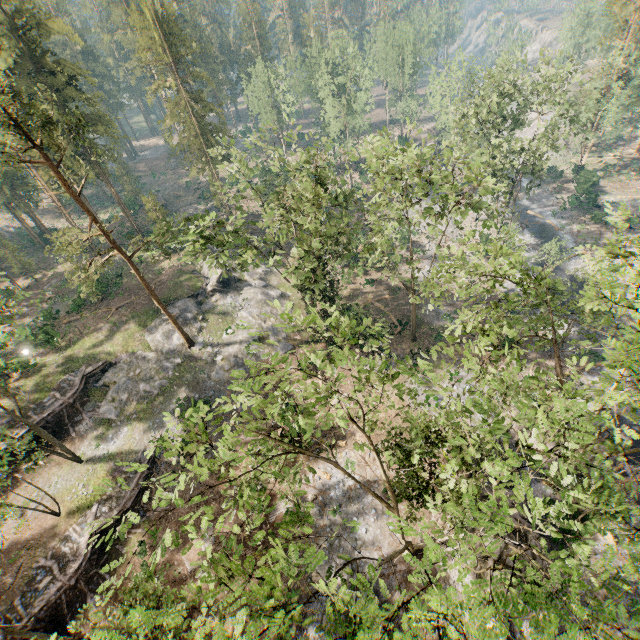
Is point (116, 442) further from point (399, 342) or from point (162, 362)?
point (399, 342)

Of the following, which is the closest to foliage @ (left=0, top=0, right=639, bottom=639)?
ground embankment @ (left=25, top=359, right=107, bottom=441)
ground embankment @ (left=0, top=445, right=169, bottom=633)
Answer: ground embankment @ (left=0, top=445, right=169, bottom=633)

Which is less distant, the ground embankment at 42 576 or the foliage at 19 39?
the foliage at 19 39

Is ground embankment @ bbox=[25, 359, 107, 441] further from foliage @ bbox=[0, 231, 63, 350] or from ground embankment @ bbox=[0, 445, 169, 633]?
ground embankment @ bbox=[0, 445, 169, 633]

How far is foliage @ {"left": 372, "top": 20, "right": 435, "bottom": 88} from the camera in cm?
5506

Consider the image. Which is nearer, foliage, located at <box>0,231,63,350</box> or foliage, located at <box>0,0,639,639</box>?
foliage, located at <box>0,0,639,639</box>

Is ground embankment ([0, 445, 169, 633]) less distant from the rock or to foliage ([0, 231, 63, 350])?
foliage ([0, 231, 63, 350])

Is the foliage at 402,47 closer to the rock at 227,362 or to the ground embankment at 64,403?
the rock at 227,362
